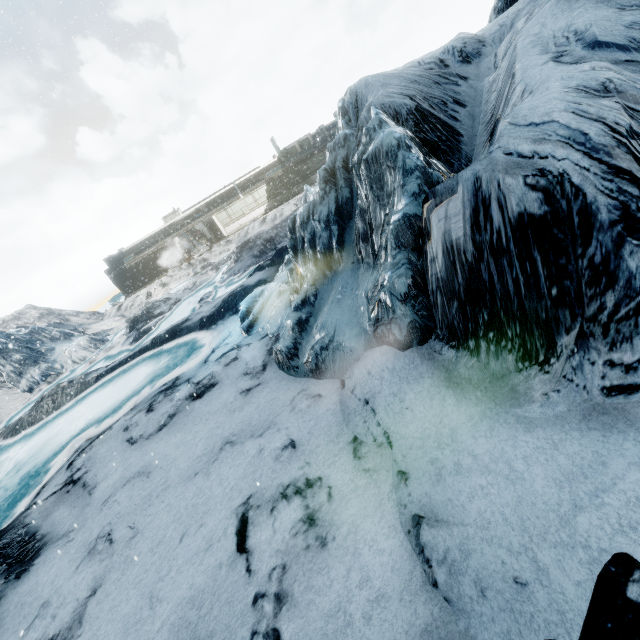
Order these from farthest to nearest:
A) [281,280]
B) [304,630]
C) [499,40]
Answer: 1. [281,280]
2. [499,40]
3. [304,630]
